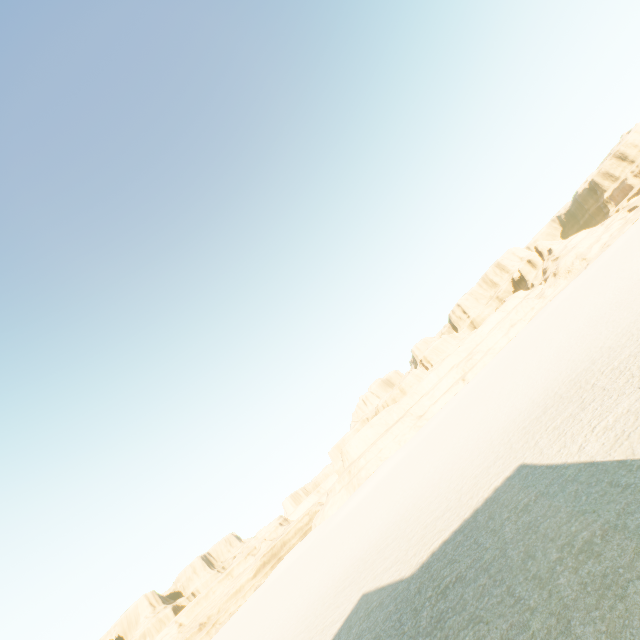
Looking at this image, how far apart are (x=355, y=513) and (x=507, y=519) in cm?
4171
